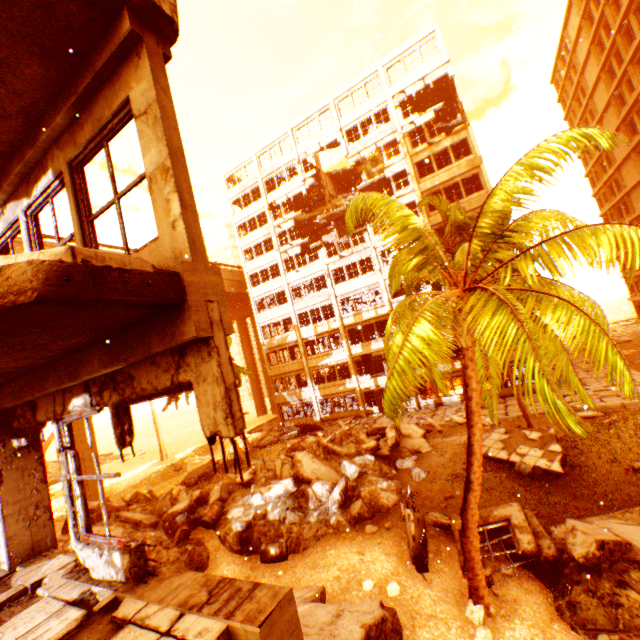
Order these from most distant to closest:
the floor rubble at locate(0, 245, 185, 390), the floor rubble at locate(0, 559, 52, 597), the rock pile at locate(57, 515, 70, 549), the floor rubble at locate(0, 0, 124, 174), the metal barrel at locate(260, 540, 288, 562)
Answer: the rock pile at locate(57, 515, 70, 549), the metal barrel at locate(260, 540, 288, 562), the floor rubble at locate(0, 559, 52, 597), the floor rubble at locate(0, 0, 124, 174), the floor rubble at locate(0, 245, 185, 390)

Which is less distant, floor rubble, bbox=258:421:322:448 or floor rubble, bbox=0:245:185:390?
floor rubble, bbox=0:245:185:390

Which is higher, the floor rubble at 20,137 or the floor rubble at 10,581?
the floor rubble at 20,137

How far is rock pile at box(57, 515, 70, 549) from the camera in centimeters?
1119cm

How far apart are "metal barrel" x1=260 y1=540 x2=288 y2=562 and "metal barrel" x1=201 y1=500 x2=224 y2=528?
2.9m

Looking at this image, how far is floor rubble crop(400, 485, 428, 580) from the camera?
8.2m

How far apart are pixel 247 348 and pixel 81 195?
45.0 meters

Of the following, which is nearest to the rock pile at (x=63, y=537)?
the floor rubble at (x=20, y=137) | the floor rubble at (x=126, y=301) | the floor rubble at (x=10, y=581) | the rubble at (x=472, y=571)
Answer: the rubble at (x=472, y=571)
